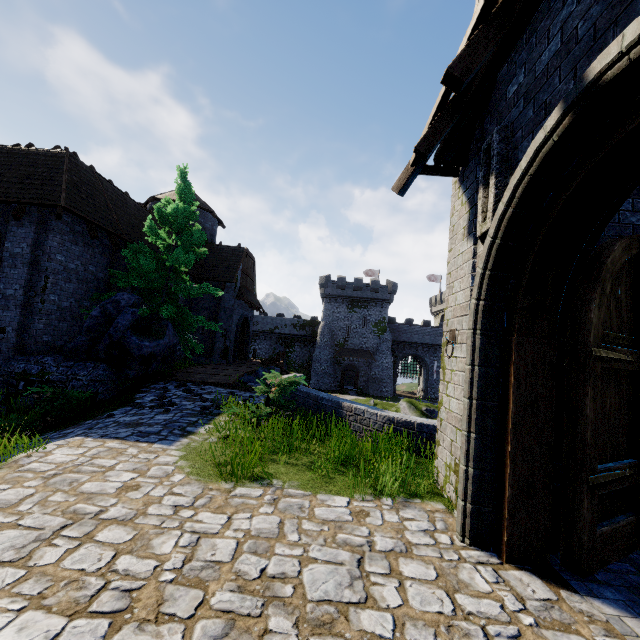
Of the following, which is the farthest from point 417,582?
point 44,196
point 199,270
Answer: point 199,270

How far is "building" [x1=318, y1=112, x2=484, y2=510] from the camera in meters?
4.3

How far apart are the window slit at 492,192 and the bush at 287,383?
5.1m

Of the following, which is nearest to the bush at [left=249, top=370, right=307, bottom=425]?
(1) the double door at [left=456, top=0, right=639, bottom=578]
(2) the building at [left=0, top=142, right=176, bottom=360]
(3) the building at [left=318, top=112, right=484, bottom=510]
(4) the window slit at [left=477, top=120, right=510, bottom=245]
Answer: (3) the building at [left=318, top=112, right=484, bottom=510]

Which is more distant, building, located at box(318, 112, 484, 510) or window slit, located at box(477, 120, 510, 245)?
building, located at box(318, 112, 484, 510)

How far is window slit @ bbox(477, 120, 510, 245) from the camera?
3.6m

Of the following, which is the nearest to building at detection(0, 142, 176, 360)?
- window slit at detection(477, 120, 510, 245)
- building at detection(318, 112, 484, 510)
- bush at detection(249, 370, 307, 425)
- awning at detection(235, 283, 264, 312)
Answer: awning at detection(235, 283, 264, 312)

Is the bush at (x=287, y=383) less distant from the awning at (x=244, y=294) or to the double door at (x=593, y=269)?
the double door at (x=593, y=269)
